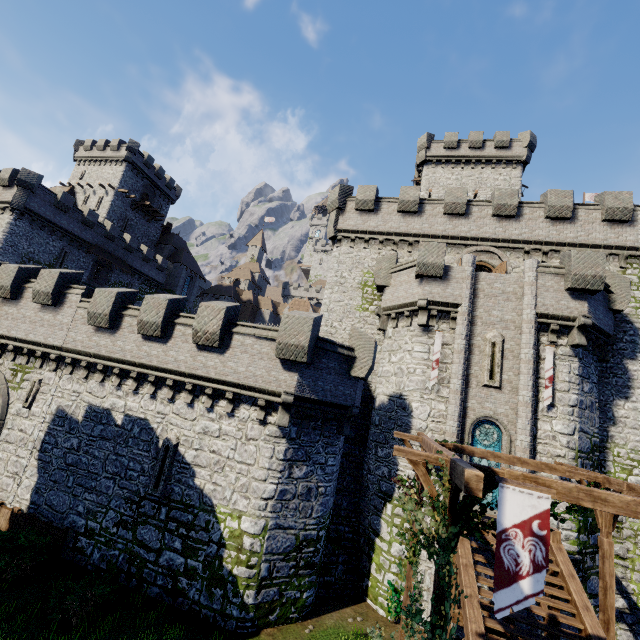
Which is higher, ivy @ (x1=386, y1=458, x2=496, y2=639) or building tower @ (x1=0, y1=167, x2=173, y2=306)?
building tower @ (x1=0, y1=167, x2=173, y2=306)

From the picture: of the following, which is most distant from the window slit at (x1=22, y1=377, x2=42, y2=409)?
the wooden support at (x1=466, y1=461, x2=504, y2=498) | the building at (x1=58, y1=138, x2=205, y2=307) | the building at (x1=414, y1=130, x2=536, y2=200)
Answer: the building at (x1=58, y1=138, x2=205, y2=307)

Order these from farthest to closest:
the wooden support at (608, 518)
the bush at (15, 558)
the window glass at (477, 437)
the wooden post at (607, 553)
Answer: the window glass at (477, 437)
the bush at (15, 558)
the wooden support at (608, 518)
the wooden post at (607, 553)

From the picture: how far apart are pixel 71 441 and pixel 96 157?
49.4 meters

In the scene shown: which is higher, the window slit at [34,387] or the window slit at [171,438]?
the window slit at [34,387]

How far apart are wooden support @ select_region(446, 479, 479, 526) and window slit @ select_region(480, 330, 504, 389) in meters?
9.1 m

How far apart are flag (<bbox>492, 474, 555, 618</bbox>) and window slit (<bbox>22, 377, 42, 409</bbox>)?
20.1 meters

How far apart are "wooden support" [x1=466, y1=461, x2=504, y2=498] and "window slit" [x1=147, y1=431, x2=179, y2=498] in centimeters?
1049cm
